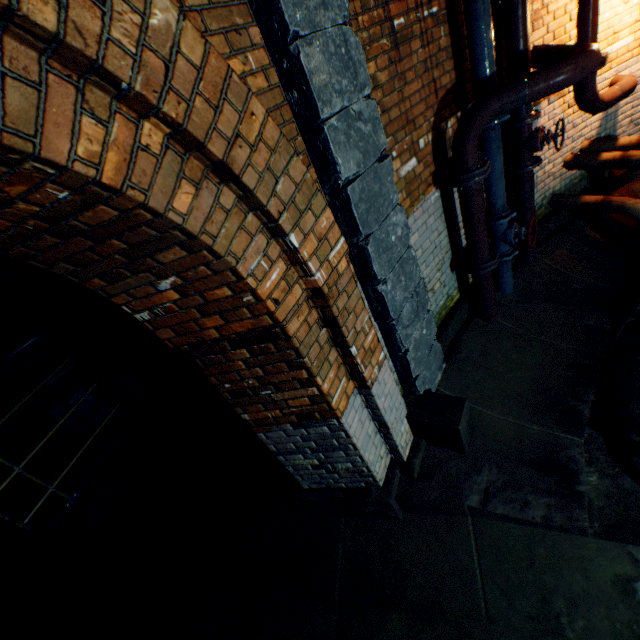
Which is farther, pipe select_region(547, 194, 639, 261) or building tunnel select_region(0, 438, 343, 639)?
pipe select_region(547, 194, 639, 261)

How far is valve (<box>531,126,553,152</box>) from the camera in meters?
3.5 m

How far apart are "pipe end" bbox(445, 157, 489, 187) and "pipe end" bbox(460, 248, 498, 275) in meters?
0.8 m

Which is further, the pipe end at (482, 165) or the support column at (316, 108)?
the pipe end at (482, 165)

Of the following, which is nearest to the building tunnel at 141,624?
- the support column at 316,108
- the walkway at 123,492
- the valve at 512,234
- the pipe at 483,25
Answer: the walkway at 123,492

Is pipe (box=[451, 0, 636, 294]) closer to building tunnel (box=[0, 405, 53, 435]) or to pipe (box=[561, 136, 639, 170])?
pipe (box=[561, 136, 639, 170])

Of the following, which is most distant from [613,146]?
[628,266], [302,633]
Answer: [302,633]

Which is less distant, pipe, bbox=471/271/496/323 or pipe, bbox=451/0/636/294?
pipe, bbox=451/0/636/294
